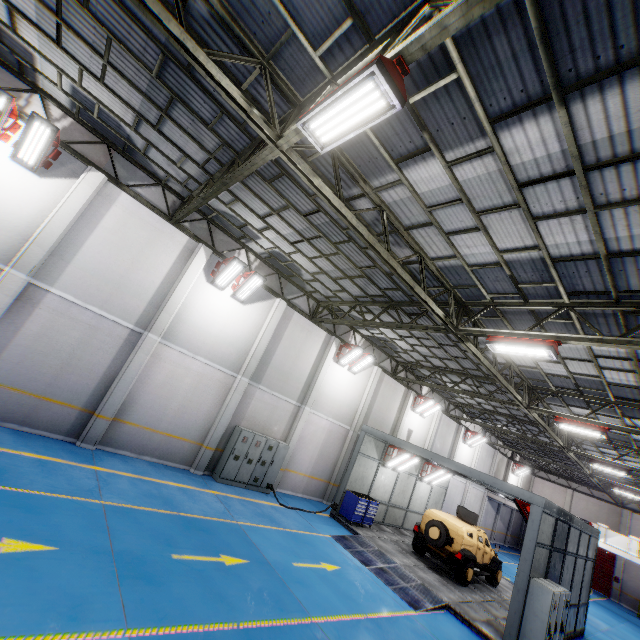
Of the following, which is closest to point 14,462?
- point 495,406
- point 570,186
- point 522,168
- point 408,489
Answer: point 522,168

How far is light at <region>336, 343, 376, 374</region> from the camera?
16.9m

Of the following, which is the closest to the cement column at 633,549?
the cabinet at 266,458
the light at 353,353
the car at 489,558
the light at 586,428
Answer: the car at 489,558

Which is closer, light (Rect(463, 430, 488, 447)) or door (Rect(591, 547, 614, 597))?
light (Rect(463, 430, 488, 447))

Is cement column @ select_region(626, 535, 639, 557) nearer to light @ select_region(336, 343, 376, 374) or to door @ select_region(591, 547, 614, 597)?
door @ select_region(591, 547, 614, 597)

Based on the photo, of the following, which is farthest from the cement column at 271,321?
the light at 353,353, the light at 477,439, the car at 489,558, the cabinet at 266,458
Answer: the light at 477,439

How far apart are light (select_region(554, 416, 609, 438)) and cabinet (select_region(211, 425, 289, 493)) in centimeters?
1143cm

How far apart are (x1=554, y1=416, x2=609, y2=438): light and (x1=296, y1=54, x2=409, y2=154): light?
14.6m
